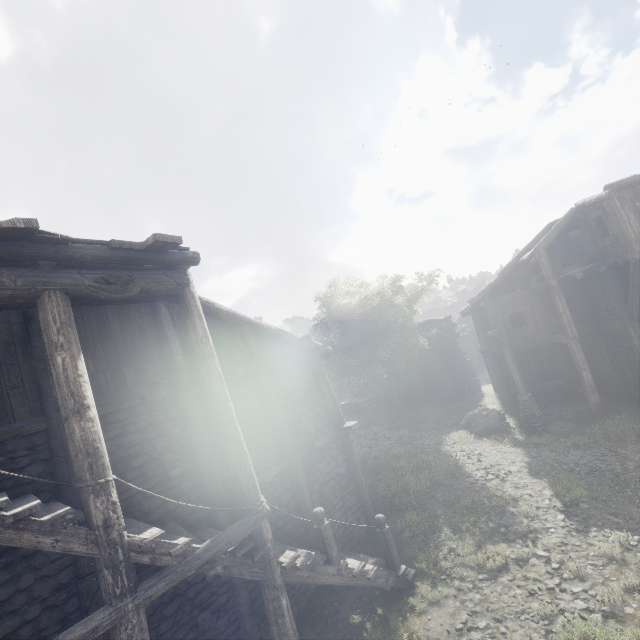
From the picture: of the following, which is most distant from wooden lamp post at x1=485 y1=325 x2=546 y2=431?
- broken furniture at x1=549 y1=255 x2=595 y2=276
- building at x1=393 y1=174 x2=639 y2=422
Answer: broken furniture at x1=549 y1=255 x2=595 y2=276

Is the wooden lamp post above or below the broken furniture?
below

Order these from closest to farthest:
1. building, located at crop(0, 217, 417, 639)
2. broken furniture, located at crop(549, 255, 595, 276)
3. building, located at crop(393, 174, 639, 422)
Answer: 1. building, located at crop(0, 217, 417, 639)
2. building, located at crop(393, 174, 639, 422)
3. broken furniture, located at crop(549, 255, 595, 276)

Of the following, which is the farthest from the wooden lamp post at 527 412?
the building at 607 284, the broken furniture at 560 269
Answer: the broken furniture at 560 269

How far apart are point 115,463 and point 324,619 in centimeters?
645cm

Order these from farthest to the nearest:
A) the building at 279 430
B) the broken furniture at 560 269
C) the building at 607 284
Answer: the broken furniture at 560 269 < the building at 607 284 < the building at 279 430
